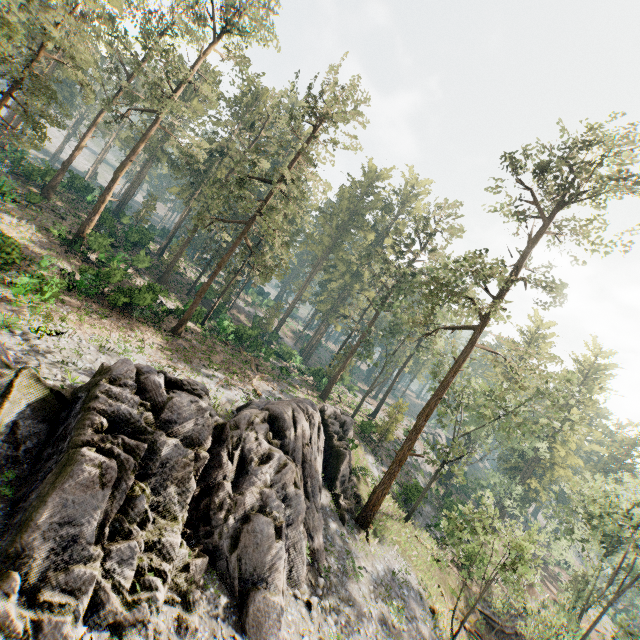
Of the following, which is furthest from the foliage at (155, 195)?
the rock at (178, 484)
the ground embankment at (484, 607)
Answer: the ground embankment at (484, 607)

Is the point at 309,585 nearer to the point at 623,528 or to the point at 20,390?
the point at 20,390

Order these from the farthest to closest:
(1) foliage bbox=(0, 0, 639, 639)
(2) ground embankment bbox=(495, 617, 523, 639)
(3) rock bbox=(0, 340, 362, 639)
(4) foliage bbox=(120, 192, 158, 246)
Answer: (4) foliage bbox=(120, 192, 158, 246), (2) ground embankment bbox=(495, 617, 523, 639), (1) foliage bbox=(0, 0, 639, 639), (3) rock bbox=(0, 340, 362, 639)

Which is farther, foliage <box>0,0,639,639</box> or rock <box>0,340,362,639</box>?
foliage <box>0,0,639,639</box>

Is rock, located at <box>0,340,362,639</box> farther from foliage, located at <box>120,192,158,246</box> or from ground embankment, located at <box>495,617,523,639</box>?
ground embankment, located at <box>495,617,523,639</box>
